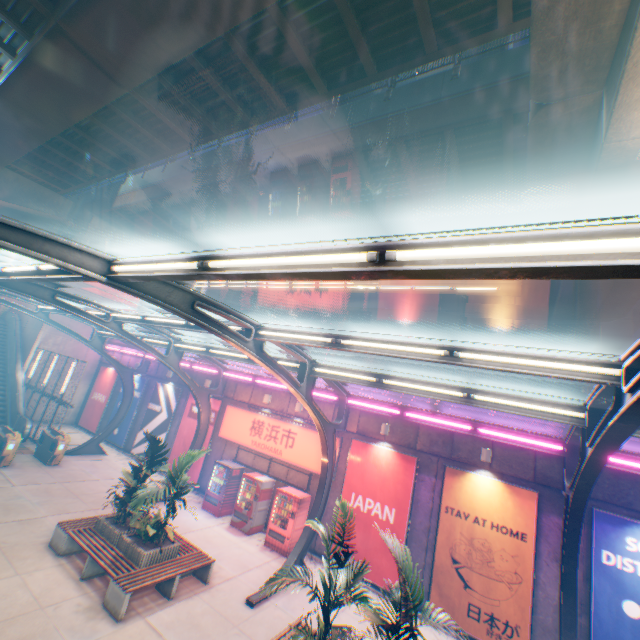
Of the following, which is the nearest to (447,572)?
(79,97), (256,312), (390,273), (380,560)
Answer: (380,560)

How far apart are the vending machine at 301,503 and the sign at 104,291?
20.9m

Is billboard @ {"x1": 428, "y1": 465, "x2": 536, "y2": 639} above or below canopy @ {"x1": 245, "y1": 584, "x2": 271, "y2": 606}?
above

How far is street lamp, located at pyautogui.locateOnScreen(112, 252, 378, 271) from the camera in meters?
2.8

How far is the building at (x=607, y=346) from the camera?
25.78m

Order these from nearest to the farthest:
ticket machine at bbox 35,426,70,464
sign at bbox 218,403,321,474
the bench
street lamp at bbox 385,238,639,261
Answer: street lamp at bbox 385,238,639,261 → the bench → sign at bbox 218,403,321,474 → ticket machine at bbox 35,426,70,464

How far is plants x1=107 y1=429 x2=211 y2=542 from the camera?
8.71m

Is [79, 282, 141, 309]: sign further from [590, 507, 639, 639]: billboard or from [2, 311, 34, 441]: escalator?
[590, 507, 639, 639]: billboard
